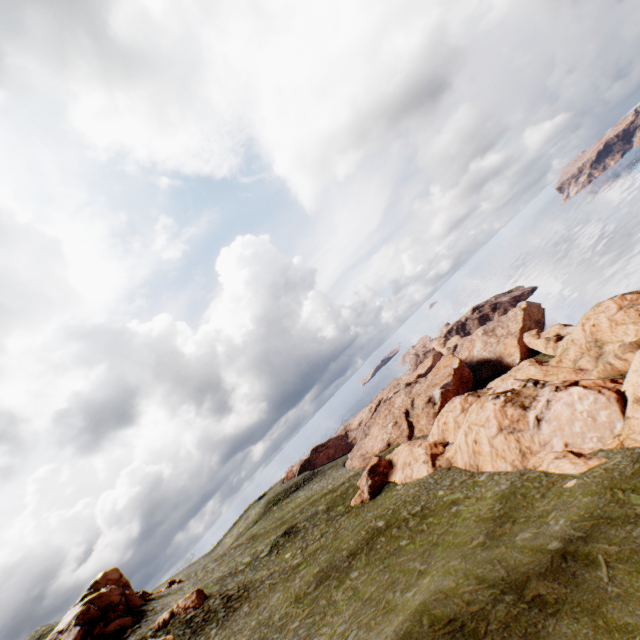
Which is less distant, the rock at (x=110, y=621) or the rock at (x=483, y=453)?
the rock at (x=483, y=453)

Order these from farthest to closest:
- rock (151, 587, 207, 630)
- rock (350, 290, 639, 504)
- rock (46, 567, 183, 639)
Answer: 1. rock (46, 567, 183, 639)
2. rock (151, 587, 207, 630)
3. rock (350, 290, 639, 504)

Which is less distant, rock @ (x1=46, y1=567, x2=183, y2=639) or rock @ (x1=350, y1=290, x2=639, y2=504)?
rock @ (x1=350, y1=290, x2=639, y2=504)

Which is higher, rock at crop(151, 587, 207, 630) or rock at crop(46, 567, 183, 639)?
rock at crop(46, 567, 183, 639)

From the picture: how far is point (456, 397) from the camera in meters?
52.0

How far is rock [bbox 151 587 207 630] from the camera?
33.1 meters

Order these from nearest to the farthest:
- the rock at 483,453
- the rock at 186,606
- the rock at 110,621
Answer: the rock at 483,453, the rock at 186,606, the rock at 110,621

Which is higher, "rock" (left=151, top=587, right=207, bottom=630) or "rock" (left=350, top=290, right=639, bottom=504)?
"rock" (left=151, top=587, right=207, bottom=630)
